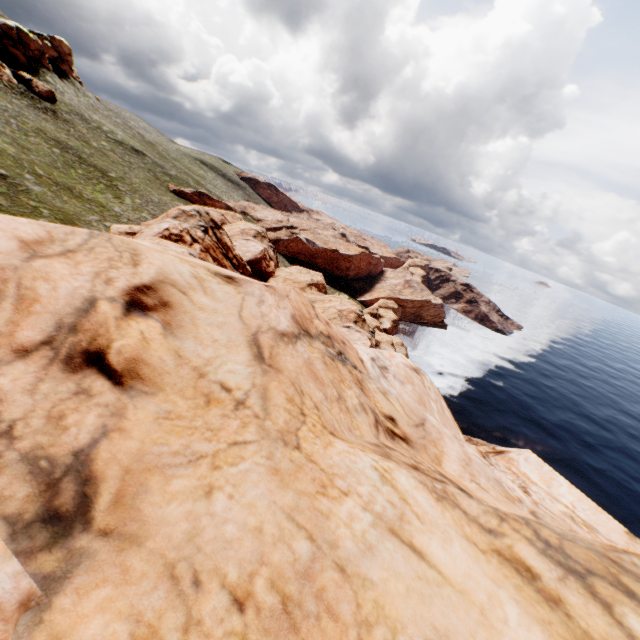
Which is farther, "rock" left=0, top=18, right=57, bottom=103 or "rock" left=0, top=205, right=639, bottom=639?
"rock" left=0, top=18, right=57, bottom=103

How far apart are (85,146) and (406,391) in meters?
68.8 m

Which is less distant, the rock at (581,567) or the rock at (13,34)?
the rock at (581,567)

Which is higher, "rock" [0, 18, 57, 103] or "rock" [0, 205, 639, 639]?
"rock" [0, 18, 57, 103]

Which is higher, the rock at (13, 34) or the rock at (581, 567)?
the rock at (13, 34)
